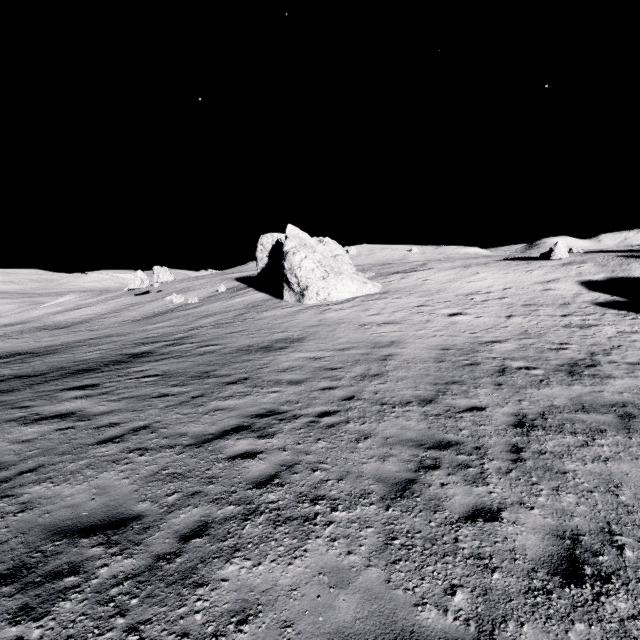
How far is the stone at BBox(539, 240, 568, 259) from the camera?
30.7 meters

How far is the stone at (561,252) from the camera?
30.70m

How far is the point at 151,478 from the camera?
5.55m

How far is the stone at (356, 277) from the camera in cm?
2802

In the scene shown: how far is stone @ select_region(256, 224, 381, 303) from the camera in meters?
28.0 m

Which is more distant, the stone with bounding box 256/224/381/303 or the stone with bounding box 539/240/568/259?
the stone with bounding box 539/240/568/259
